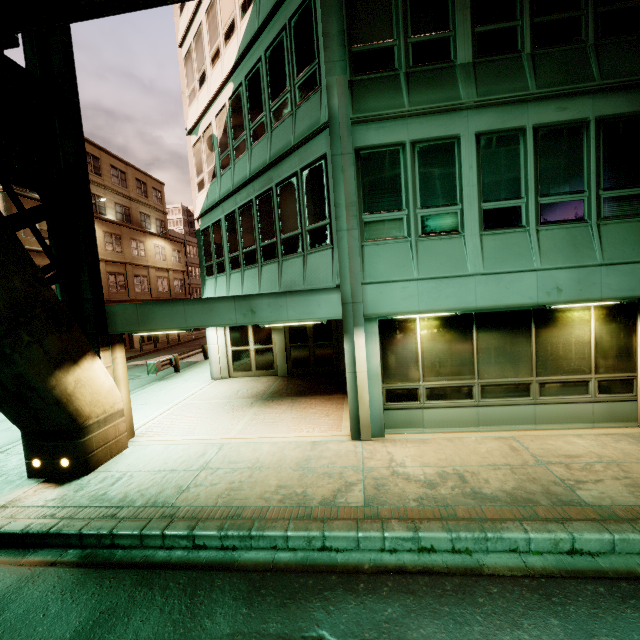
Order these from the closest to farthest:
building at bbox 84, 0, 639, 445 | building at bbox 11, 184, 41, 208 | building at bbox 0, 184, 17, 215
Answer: building at bbox 84, 0, 639, 445
building at bbox 0, 184, 17, 215
building at bbox 11, 184, 41, 208

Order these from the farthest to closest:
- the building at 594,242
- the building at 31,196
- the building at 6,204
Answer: the building at 31,196
the building at 6,204
the building at 594,242

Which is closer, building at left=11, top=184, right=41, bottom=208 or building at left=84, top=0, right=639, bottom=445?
building at left=84, top=0, right=639, bottom=445

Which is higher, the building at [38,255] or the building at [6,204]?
the building at [6,204]

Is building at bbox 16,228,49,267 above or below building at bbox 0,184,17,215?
below

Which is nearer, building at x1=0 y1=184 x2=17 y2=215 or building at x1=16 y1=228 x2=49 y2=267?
building at x1=0 y1=184 x2=17 y2=215

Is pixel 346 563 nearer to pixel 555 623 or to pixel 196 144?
pixel 555 623
